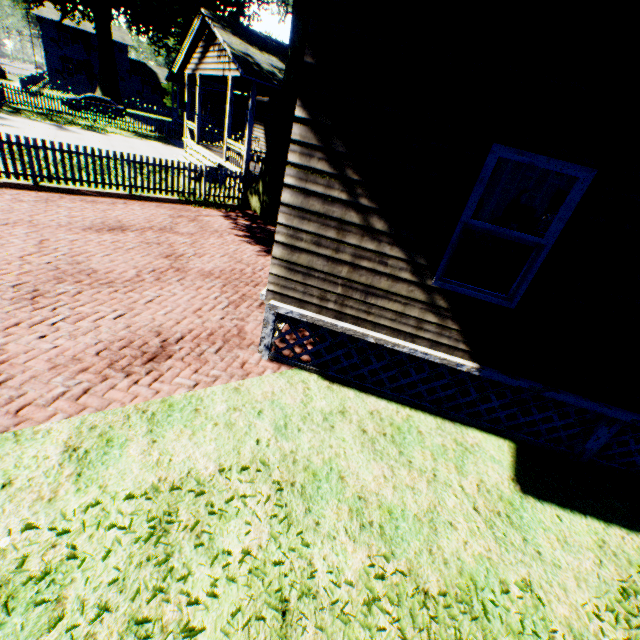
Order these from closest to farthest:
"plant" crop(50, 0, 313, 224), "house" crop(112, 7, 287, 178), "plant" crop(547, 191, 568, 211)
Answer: "plant" crop(50, 0, 313, 224) < "house" crop(112, 7, 287, 178) < "plant" crop(547, 191, 568, 211)

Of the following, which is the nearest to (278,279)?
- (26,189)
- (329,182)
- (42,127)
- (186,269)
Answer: (329,182)

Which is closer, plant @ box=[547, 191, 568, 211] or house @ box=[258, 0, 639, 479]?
house @ box=[258, 0, 639, 479]

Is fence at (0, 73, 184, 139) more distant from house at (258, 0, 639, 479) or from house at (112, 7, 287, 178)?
house at (258, 0, 639, 479)

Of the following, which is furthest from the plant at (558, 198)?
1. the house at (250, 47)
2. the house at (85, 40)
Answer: the house at (85, 40)

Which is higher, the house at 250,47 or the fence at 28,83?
the house at 250,47

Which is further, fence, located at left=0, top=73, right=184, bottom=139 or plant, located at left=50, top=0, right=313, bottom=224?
fence, located at left=0, top=73, right=184, bottom=139

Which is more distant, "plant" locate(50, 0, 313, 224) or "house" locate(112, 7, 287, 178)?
"house" locate(112, 7, 287, 178)
